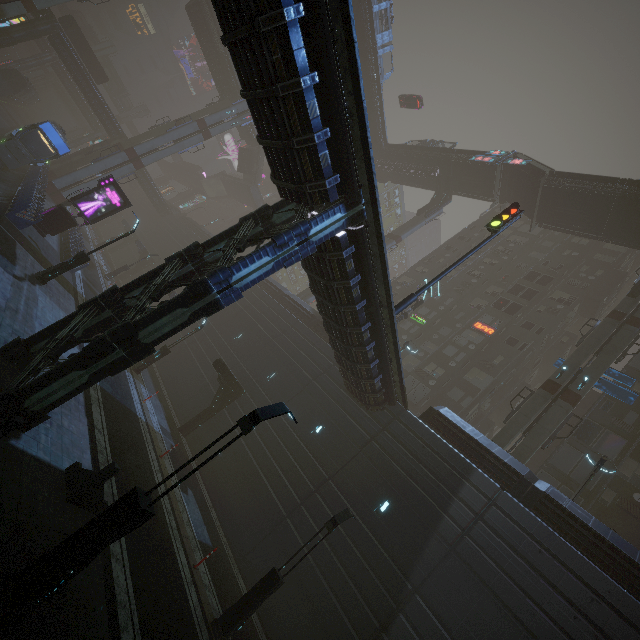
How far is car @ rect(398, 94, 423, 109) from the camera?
45.4m

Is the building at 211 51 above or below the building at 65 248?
above

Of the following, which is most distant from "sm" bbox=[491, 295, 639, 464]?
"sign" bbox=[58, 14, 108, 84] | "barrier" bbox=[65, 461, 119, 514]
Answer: "sign" bbox=[58, 14, 108, 84]

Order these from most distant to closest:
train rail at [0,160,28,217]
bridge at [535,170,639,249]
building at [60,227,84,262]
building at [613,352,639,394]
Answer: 1. bridge at [535,170,639,249]
2. building at [613,352,639,394]
3. building at [60,227,84,262]
4. train rail at [0,160,28,217]

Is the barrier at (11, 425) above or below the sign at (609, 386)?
below

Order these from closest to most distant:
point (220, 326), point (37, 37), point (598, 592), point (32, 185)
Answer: point (598, 592)
point (32, 185)
point (220, 326)
point (37, 37)

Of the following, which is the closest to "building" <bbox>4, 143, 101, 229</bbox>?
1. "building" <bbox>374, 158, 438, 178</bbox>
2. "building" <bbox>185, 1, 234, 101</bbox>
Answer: "building" <bbox>374, 158, 438, 178</bbox>

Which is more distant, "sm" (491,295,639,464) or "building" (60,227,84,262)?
"building" (60,227,84,262)
